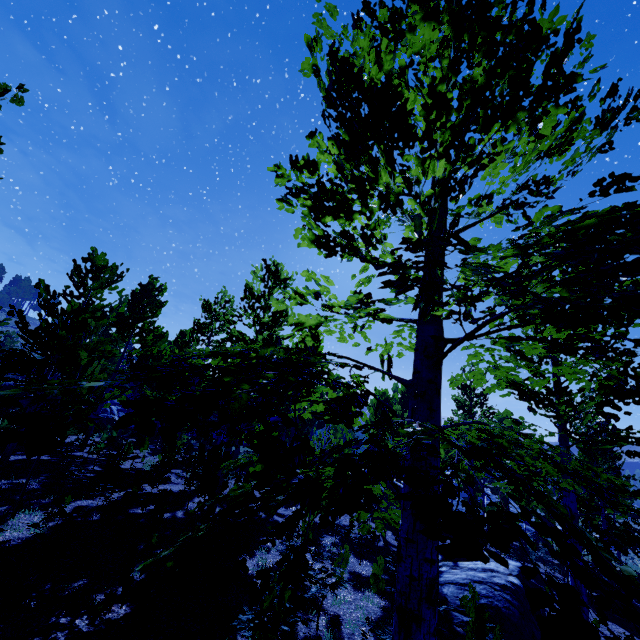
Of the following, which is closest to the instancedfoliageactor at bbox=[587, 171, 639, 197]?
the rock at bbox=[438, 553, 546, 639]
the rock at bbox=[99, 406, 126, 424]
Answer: the rock at bbox=[438, 553, 546, 639]

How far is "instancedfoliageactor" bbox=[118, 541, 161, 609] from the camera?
2.21m

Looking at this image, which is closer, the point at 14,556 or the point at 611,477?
the point at 611,477

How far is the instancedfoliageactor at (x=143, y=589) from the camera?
2.2m

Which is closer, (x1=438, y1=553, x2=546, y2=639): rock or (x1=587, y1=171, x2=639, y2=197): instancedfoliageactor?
(x1=587, y1=171, x2=639, y2=197): instancedfoliageactor

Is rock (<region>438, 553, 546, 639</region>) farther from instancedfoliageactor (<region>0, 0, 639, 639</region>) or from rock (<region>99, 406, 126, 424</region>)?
rock (<region>99, 406, 126, 424</region>)

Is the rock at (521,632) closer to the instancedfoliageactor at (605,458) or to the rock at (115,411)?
the instancedfoliageactor at (605,458)

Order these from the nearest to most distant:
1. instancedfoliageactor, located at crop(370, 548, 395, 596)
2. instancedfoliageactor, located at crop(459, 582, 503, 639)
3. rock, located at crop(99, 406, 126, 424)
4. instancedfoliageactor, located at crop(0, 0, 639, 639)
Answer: instancedfoliageactor, located at crop(0, 0, 639, 639), instancedfoliageactor, located at crop(459, 582, 503, 639), instancedfoliageactor, located at crop(370, 548, 395, 596), rock, located at crop(99, 406, 126, 424)
